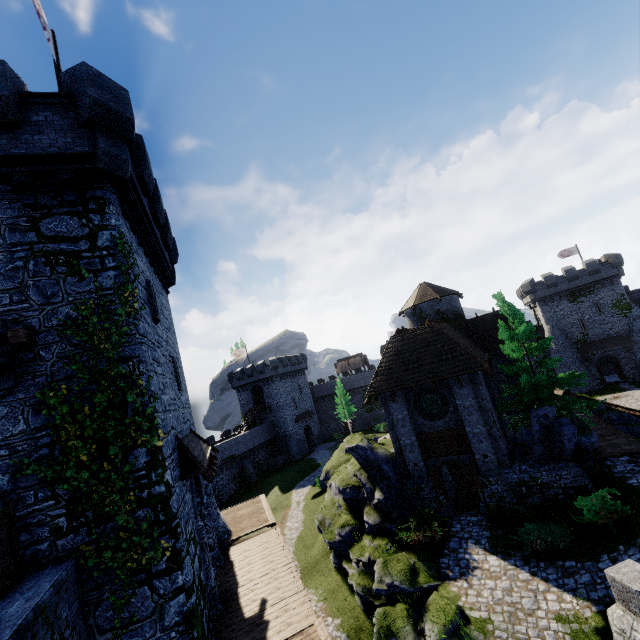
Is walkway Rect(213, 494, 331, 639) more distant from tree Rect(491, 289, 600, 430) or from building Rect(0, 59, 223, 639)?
tree Rect(491, 289, 600, 430)

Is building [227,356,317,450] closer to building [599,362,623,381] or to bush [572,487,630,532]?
building [599,362,623,381]

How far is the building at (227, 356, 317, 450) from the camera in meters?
55.1 m

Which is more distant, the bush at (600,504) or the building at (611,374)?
the building at (611,374)

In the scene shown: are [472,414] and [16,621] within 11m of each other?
no

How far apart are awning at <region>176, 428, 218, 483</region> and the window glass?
11.6 meters

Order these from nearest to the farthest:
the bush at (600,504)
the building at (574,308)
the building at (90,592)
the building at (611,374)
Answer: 1. the building at (90,592)
2. the bush at (600,504)
3. the building at (574,308)
4. the building at (611,374)

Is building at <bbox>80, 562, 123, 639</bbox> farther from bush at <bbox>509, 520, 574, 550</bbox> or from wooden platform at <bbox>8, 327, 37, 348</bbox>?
bush at <bbox>509, 520, 574, 550</bbox>
